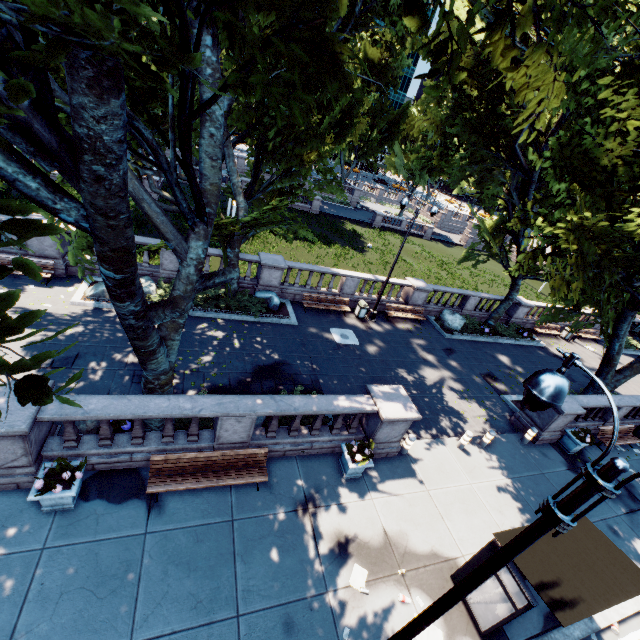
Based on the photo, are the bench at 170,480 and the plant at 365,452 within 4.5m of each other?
yes

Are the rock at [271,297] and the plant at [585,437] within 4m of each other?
no

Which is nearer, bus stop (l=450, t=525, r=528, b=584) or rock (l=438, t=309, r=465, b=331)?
bus stop (l=450, t=525, r=528, b=584)

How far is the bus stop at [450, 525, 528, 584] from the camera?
7.3 meters

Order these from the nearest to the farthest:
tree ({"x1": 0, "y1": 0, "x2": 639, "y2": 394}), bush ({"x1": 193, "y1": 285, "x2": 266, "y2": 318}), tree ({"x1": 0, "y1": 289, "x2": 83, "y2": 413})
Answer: tree ({"x1": 0, "y1": 289, "x2": 83, "y2": 413}) → tree ({"x1": 0, "y1": 0, "x2": 639, "y2": 394}) → bush ({"x1": 193, "y1": 285, "x2": 266, "y2": 318})

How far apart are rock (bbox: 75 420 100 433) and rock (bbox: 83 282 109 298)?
5.7 meters

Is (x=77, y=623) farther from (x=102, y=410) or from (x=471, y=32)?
(x=471, y=32)

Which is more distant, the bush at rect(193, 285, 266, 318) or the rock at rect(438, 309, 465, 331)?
the rock at rect(438, 309, 465, 331)
